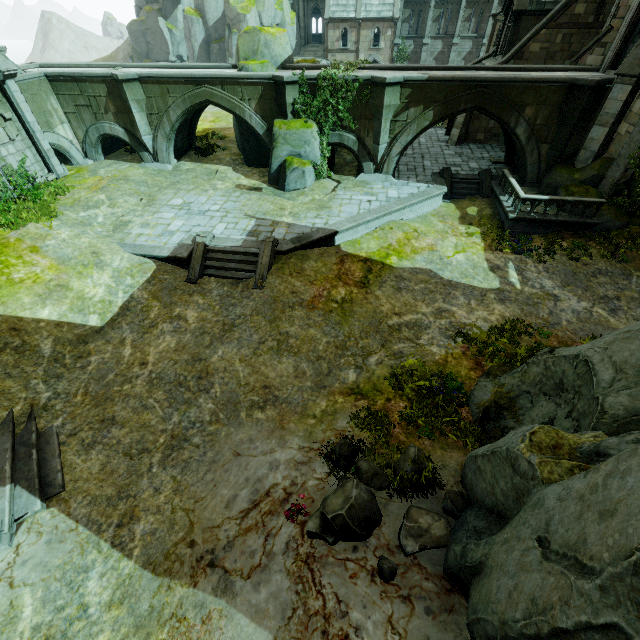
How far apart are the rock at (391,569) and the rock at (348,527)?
0.37m

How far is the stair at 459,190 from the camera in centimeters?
1880cm

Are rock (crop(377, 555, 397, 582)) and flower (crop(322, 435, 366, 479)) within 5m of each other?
yes

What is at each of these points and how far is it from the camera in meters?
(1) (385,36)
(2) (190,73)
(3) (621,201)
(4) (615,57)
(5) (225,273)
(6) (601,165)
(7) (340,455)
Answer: (1) building, 39.0 m
(2) bridge, 17.2 m
(3) plant, 15.2 m
(4) building, 16.1 m
(5) stair, 13.8 m
(6) rock, 15.7 m
(7) flower, 7.6 m

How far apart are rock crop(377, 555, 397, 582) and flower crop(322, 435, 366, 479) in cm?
197

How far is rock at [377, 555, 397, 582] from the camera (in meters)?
5.15

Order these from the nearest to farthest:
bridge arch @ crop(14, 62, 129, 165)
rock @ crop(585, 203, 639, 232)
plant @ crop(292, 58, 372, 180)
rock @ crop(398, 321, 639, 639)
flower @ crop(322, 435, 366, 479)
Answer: rock @ crop(398, 321, 639, 639)
flower @ crop(322, 435, 366, 479)
rock @ crop(585, 203, 639, 232)
plant @ crop(292, 58, 372, 180)
bridge arch @ crop(14, 62, 129, 165)

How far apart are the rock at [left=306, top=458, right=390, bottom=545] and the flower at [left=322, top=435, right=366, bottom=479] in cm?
11
